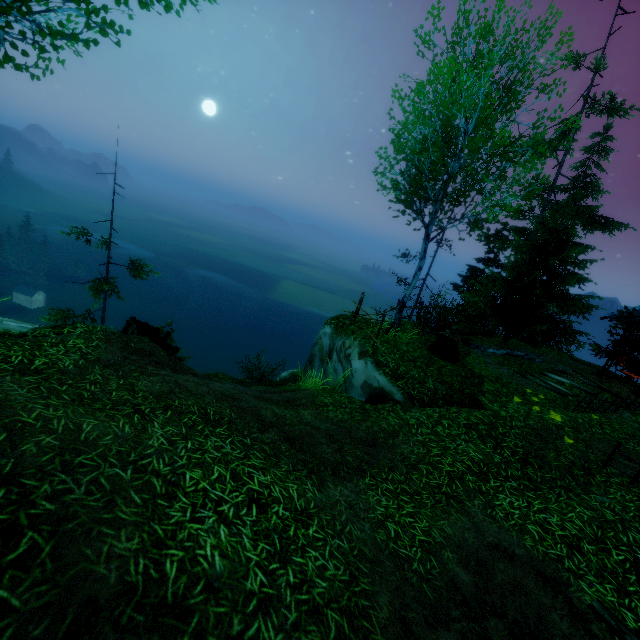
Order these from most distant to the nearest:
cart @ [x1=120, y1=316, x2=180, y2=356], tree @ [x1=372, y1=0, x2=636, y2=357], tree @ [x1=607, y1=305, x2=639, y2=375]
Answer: cart @ [x1=120, y1=316, x2=180, y2=356] → tree @ [x1=372, y1=0, x2=636, y2=357] → tree @ [x1=607, y1=305, x2=639, y2=375]

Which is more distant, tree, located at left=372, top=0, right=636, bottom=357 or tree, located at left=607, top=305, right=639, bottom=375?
tree, located at left=372, top=0, right=636, bottom=357

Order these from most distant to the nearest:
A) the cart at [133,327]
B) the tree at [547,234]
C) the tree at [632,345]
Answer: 1. the cart at [133,327]
2. the tree at [547,234]
3. the tree at [632,345]

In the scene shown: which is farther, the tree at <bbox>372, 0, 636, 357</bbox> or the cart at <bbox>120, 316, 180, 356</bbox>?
the cart at <bbox>120, 316, 180, 356</bbox>

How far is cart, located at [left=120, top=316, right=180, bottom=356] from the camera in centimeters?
1033cm

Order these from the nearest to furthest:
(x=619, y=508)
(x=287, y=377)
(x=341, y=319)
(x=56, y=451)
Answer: (x=56, y=451) → (x=619, y=508) → (x=341, y=319) → (x=287, y=377)

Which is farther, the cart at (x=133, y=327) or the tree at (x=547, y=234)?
the cart at (x=133, y=327)
